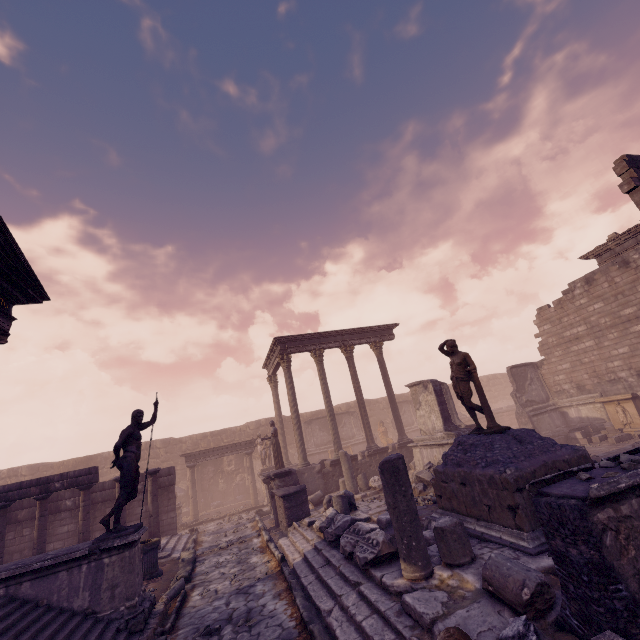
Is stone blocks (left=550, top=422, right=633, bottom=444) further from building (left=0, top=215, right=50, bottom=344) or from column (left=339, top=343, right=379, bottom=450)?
building (left=0, top=215, right=50, bottom=344)

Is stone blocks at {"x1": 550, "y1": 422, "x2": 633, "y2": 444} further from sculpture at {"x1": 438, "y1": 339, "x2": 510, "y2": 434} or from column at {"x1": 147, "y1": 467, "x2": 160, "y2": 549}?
column at {"x1": 147, "y1": 467, "x2": 160, "y2": 549}

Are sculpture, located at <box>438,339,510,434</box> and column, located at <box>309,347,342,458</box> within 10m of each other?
yes

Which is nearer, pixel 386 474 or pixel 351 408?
pixel 386 474

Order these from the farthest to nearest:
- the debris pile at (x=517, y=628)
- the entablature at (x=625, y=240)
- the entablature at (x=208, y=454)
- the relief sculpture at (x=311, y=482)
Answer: the entablature at (x=208, y=454) → the relief sculpture at (x=311, y=482) → the entablature at (x=625, y=240) → the debris pile at (x=517, y=628)

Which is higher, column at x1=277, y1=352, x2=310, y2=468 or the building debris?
column at x1=277, y1=352, x2=310, y2=468

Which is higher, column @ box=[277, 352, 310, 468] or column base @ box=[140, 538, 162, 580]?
column @ box=[277, 352, 310, 468]

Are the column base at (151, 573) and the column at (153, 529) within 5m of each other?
yes
